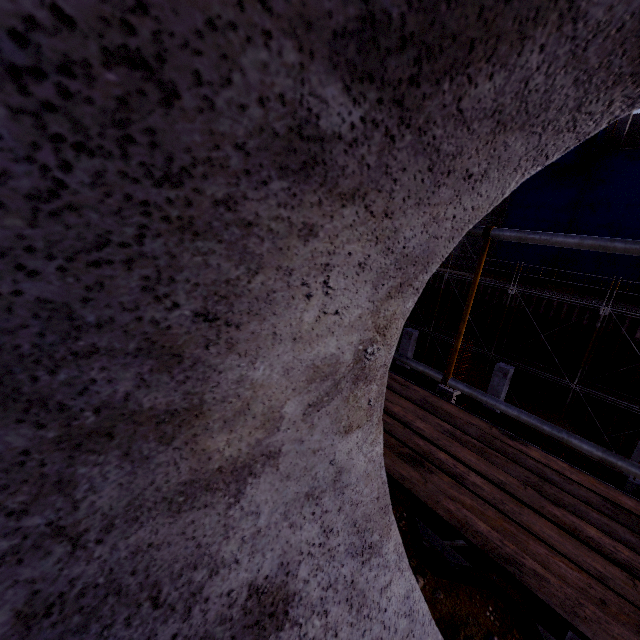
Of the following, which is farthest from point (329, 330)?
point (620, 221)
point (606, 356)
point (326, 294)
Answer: point (620, 221)

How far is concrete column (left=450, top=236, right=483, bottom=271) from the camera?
25.81m

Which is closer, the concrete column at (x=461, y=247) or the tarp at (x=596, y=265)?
the tarp at (x=596, y=265)

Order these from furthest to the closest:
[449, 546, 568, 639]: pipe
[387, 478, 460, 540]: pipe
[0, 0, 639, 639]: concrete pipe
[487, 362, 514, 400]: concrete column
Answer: [487, 362, 514, 400]: concrete column → [387, 478, 460, 540]: pipe → [449, 546, 568, 639]: pipe → [0, 0, 639, 639]: concrete pipe

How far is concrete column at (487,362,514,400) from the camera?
14.1 meters

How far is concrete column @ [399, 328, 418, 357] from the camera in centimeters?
1764cm

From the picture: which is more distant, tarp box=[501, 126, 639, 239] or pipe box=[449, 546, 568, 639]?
tarp box=[501, 126, 639, 239]

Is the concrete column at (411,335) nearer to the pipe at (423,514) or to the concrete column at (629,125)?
the pipe at (423,514)
